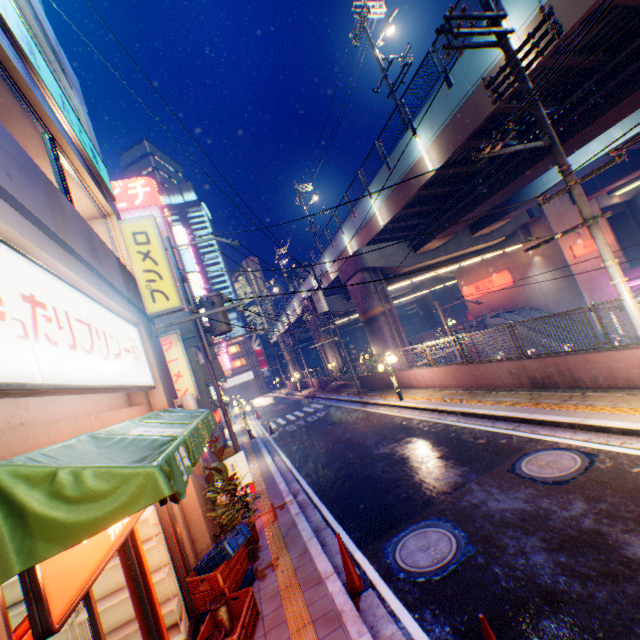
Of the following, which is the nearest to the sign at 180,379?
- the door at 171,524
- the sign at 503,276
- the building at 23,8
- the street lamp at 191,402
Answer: the building at 23,8

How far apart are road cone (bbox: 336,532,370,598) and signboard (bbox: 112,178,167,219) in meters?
45.6 m

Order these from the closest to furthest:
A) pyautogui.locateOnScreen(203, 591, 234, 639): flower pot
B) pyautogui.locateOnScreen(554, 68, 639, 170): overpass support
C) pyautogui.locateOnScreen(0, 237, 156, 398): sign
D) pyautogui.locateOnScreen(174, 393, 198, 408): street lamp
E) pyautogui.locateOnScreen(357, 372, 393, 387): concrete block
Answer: pyautogui.locateOnScreen(0, 237, 156, 398): sign
pyautogui.locateOnScreen(203, 591, 234, 639): flower pot
pyautogui.locateOnScreen(174, 393, 198, 408): street lamp
pyautogui.locateOnScreen(554, 68, 639, 170): overpass support
pyautogui.locateOnScreen(357, 372, 393, 387): concrete block

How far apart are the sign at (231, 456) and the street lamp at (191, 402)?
2.02m

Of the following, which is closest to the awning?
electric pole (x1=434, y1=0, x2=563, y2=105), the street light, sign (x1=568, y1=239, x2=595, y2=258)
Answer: electric pole (x1=434, y1=0, x2=563, y2=105)

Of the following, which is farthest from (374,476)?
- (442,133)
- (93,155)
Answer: (442,133)

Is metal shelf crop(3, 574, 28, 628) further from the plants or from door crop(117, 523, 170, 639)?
the plants

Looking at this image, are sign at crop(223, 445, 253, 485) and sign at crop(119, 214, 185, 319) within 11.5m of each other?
yes
